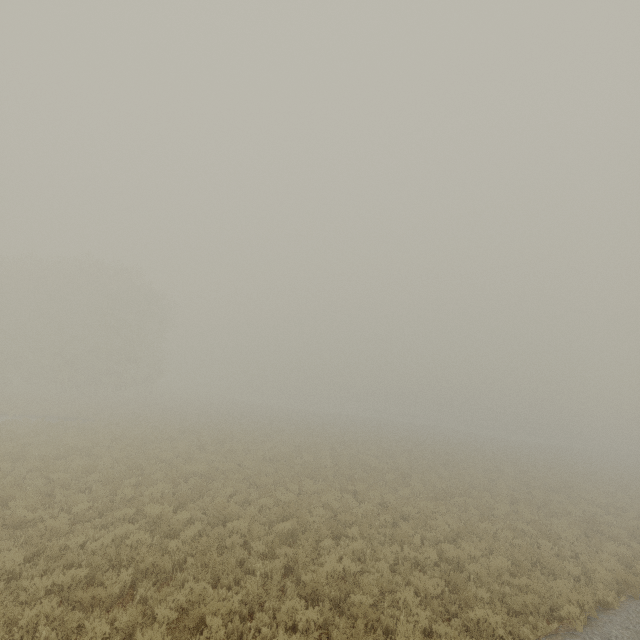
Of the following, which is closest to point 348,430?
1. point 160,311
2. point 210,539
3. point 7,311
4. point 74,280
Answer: point 210,539
